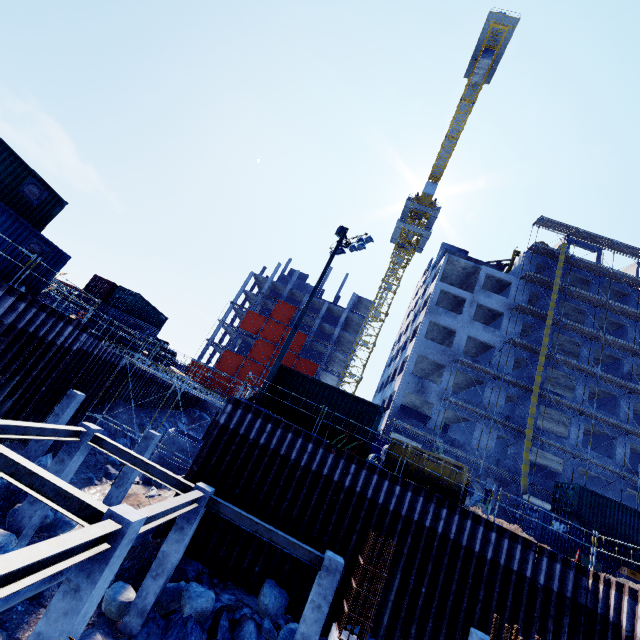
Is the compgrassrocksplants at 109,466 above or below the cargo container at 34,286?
below

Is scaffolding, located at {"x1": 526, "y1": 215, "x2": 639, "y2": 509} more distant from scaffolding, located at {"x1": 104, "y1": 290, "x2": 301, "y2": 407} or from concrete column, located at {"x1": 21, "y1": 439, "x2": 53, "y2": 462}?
concrete column, located at {"x1": 21, "y1": 439, "x2": 53, "y2": 462}

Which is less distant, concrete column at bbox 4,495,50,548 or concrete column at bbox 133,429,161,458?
concrete column at bbox 4,495,50,548

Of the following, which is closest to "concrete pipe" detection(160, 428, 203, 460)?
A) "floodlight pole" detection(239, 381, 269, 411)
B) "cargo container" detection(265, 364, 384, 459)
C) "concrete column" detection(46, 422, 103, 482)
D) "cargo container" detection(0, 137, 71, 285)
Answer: "cargo container" detection(265, 364, 384, 459)

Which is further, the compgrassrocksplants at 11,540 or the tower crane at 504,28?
the tower crane at 504,28

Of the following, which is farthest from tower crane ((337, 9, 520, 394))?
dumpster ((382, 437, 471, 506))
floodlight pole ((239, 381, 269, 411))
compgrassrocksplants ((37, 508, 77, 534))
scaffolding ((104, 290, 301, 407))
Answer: compgrassrocksplants ((37, 508, 77, 534))

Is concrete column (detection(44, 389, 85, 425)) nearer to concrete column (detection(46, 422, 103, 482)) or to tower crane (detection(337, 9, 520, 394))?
concrete column (detection(46, 422, 103, 482))

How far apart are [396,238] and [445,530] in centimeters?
4692cm
